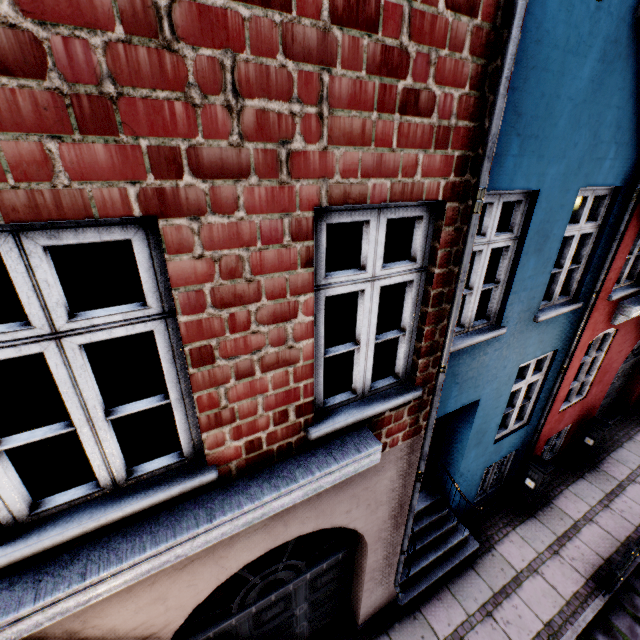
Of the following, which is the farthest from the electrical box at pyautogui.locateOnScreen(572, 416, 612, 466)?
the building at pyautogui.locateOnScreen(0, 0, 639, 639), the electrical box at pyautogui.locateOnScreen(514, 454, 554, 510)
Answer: the electrical box at pyautogui.locateOnScreen(514, 454, 554, 510)

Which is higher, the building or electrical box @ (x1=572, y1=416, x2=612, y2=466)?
the building

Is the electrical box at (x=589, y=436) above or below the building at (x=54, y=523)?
below

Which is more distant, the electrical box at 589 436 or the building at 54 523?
the electrical box at 589 436

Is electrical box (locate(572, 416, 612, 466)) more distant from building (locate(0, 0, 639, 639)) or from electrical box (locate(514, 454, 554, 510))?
electrical box (locate(514, 454, 554, 510))

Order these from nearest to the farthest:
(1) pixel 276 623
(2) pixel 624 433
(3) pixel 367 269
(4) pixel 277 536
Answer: (3) pixel 367 269 → (4) pixel 277 536 → (1) pixel 276 623 → (2) pixel 624 433

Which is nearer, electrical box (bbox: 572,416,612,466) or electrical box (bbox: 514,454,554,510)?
electrical box (bbox: 514,454,554,510)
